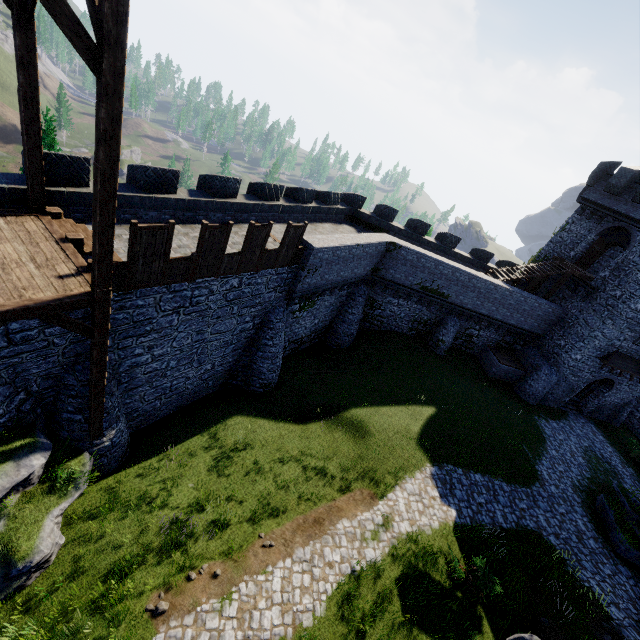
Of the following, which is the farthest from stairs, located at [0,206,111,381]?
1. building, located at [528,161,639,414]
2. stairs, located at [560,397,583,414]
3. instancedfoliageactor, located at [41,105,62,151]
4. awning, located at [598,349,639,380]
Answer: stairs, located at [560,397,583,414]

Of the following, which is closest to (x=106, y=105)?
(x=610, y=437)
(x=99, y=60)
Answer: (x=99, y=60)

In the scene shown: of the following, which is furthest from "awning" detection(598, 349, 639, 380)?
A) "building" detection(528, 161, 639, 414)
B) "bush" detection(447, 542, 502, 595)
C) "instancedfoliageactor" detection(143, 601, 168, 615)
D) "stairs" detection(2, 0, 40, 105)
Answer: "stairs" detection(2, 0, 40, 105)

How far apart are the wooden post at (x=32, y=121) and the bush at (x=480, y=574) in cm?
1789

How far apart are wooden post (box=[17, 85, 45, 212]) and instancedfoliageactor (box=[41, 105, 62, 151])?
9.13m

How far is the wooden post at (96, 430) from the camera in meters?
9.3

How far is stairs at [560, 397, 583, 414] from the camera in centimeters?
2778cm

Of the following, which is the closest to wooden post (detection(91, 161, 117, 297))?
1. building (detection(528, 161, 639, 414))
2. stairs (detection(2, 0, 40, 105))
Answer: stairs (detection(2, 0, 40, 105))
